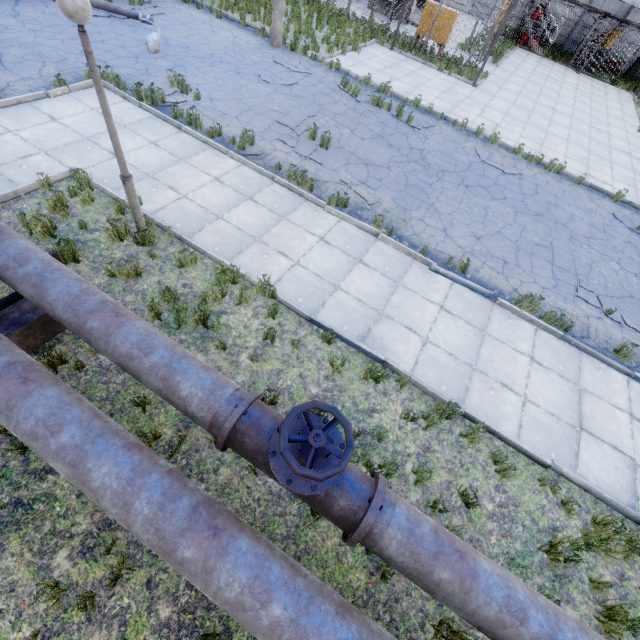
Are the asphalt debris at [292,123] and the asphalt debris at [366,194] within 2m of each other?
yes

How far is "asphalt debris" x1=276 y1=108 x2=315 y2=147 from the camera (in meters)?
9.34

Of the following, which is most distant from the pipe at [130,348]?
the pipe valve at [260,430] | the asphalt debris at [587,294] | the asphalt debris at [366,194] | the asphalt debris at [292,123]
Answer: the asphalt debris at [587,294]

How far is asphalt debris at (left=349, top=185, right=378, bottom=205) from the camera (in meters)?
8.32

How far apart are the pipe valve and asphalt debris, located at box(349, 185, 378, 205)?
6.2m

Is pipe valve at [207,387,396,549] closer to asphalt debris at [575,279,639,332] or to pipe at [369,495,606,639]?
pipe at [369,495,606,639]

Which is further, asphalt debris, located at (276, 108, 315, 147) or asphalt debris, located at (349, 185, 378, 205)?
asphalt debris, located at (276, 108, 315, 147)

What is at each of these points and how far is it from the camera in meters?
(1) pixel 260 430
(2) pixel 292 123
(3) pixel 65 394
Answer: (1) pipe valve, 3.3
(2) asphalt debris, 10.0
(3) pipe, 3.2
